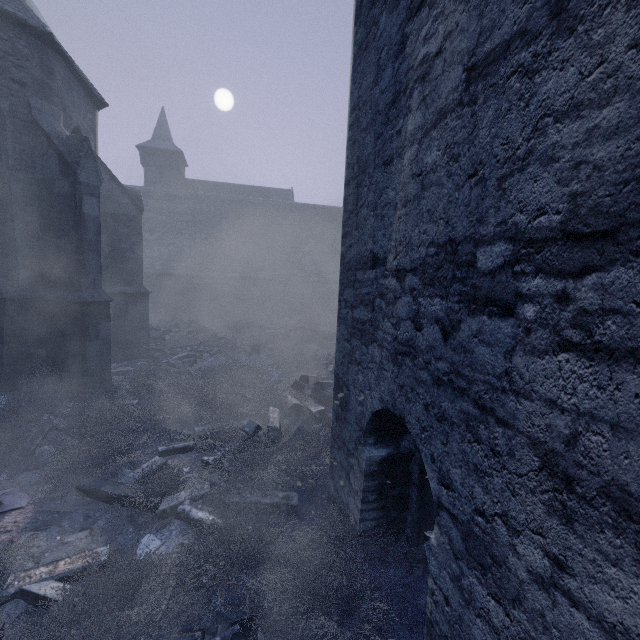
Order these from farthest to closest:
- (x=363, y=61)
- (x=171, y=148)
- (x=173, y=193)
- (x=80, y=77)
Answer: (x=171, y=148)
(x=173, y=193)
(x=80, y=77)
(x=363, y=61)

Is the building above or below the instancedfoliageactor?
above

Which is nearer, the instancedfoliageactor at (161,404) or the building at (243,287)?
the building at (243,287)

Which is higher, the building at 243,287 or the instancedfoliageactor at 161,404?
the building at 243,287

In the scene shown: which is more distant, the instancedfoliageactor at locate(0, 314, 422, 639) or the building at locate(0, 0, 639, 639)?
the instancedfoliageactor at locate(0, 314, 422, 639)
